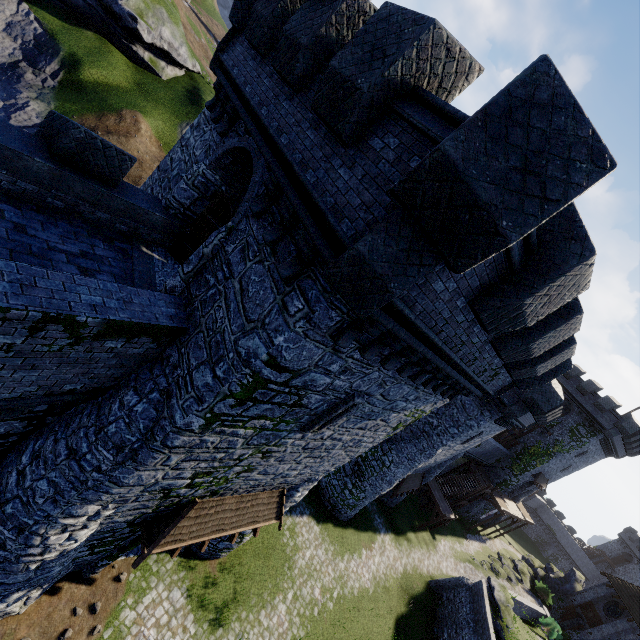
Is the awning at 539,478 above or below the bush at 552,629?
above

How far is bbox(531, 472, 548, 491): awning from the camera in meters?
40.5

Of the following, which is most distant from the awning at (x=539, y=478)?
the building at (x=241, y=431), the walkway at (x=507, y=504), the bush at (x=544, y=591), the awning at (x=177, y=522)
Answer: the awning at (x=177, y=522)

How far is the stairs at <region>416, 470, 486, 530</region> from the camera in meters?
30.9

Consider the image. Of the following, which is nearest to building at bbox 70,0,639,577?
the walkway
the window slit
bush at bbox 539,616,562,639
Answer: the window slit

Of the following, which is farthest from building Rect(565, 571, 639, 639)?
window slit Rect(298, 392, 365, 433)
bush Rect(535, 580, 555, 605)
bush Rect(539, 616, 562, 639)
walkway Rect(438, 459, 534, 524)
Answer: window slit Rect(298, 392, 365, 433)

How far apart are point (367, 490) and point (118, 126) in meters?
40.4

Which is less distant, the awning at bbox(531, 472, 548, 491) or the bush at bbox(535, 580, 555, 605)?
the bush at bbox(535, 580, 555, 605)
